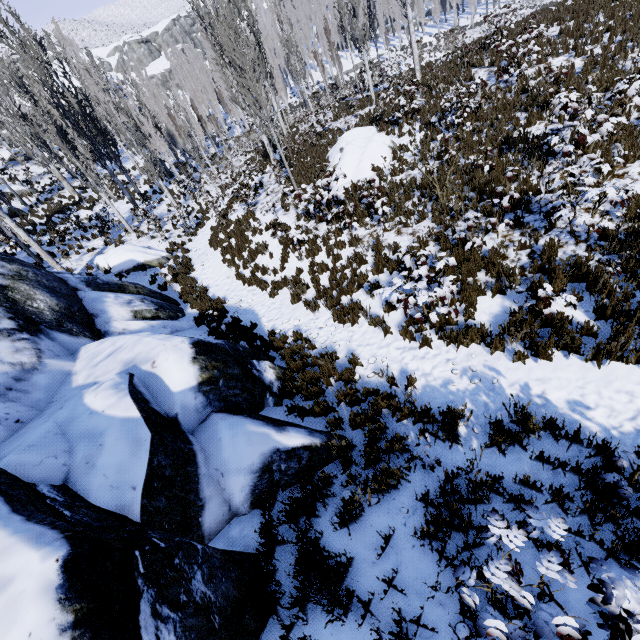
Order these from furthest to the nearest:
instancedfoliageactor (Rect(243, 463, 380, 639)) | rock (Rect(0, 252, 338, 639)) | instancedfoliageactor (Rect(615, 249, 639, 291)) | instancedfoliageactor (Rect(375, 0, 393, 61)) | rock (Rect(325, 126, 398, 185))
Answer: instancedfoliageactor (Rect(375, 0, 393, 61)), rock (Rect(325, 126, 398, 185)), instancedfoliageactor (Rect(615, 249, 639, 291)), instancedfoliageactor (Rect(243, 463, 380, 639)), rock (Rect(0, 252, 338, 639))

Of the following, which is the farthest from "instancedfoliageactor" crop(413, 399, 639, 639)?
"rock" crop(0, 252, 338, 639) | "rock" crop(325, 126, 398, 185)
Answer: "rock" crop(325, 126, 398, 185)

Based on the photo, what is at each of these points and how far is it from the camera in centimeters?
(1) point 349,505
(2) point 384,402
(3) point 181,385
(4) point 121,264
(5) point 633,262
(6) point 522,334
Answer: (1) instancedfoliageactor, 371cm
(2) instancedfoliageactor, 571cm
(3) rock, 471cm
(4) rock, 1512cm
(5) instancedfoliageactor, 509cm
(6) instancedfoliageactor, 540cm

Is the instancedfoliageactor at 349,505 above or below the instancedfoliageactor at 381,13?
below

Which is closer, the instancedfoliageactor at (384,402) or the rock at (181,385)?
the rock at (181,385)

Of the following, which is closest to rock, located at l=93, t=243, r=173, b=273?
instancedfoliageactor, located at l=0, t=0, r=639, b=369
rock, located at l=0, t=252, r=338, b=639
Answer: instancedfoliageactor, located at l=0, t=0, r=639, b=369

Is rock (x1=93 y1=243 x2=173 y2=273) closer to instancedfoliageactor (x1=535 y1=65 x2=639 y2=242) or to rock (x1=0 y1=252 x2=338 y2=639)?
instancedfoliageactor (x1=535 y1=65 x2=639 y2=242)
